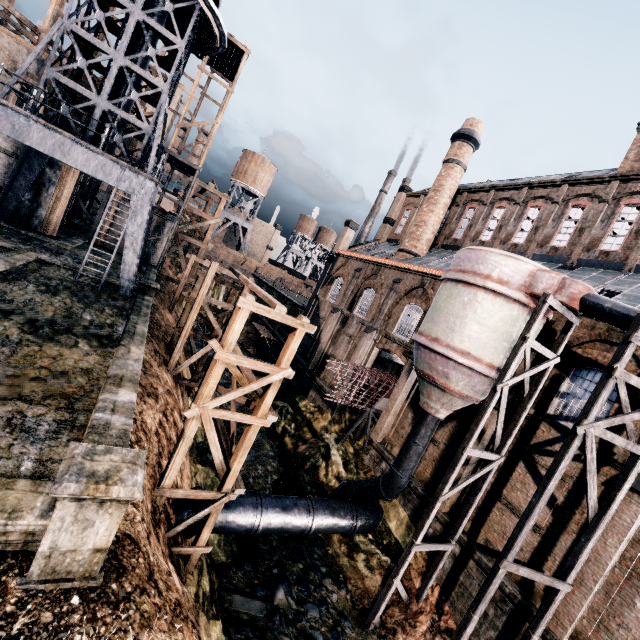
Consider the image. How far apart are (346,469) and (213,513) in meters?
11.9 m

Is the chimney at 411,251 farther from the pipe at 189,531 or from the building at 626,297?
the pipe at 189,531

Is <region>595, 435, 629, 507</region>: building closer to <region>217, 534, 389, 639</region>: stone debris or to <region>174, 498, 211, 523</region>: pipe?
<region>174, 498, 211, 523</region>: pipe

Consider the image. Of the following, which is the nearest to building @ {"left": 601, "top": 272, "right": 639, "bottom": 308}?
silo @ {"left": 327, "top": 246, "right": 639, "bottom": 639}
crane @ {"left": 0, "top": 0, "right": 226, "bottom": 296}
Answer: silo @ {"left": 327, "top": 246, "right": 639, "bottom": 639}

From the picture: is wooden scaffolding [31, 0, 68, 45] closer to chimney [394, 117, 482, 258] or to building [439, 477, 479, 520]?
building [439, 477, 479, 520]

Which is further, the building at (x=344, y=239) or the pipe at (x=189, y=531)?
the building at (x=344, y=239)

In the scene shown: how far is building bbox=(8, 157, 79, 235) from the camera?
23.5m
